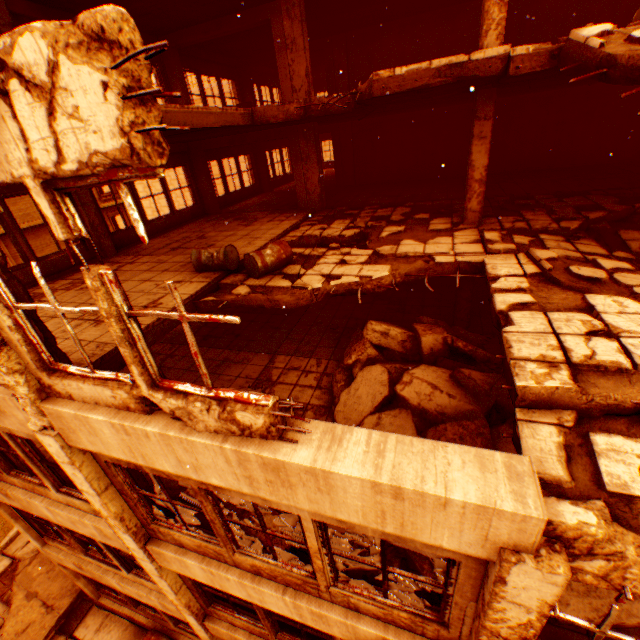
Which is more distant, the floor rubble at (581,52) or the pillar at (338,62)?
the pillar at (338,62)

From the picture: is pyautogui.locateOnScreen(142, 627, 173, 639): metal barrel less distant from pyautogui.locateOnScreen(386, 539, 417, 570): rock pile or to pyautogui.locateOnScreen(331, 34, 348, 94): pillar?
pyautogui.locateOnScreen(386, 539, 417, 570): rock pile

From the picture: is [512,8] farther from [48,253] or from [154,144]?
[48,253]

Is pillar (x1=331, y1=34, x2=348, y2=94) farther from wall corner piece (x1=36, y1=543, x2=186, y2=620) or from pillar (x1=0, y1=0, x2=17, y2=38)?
wall corner piece (x1=36, y1=543, x2=186, y2=620)

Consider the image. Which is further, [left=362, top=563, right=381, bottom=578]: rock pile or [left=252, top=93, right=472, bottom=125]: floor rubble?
[left=252, top=93, right=472, bottom=125]: floor rubble

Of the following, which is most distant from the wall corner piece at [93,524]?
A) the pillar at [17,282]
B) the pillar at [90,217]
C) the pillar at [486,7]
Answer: the pillar at [486,7]

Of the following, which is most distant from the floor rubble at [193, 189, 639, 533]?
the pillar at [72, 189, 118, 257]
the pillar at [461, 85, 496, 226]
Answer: the pillar at [72, 189, 118, 257]

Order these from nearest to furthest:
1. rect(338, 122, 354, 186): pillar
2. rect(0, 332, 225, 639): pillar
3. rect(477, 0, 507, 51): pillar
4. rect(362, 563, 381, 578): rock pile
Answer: rect(0, 332, 225, 639): pillar
rect(362, 563, 381, 578): rock pile
rect(477, 0, 507, 51): pillar
rect(338, 122, 354, 186): pillar
